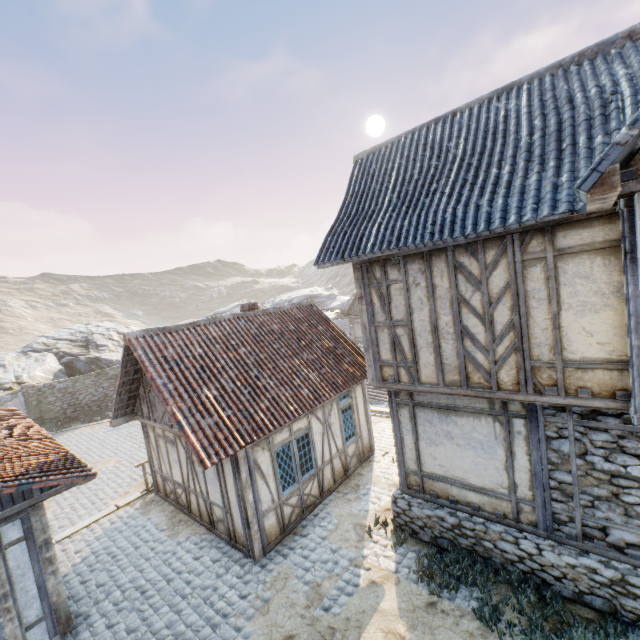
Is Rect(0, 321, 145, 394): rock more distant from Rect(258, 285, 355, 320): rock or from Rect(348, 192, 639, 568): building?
Rect(348, 192, 639, 568): building

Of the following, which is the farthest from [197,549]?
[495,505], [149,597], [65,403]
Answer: [65,403]

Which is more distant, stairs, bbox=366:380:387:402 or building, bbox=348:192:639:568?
stairs, bbox=366:380:387:402

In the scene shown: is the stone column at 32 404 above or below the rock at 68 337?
below

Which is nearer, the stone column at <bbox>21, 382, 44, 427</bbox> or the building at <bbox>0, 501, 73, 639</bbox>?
the building at <bbox>0, 501, 73, 639</bbox>

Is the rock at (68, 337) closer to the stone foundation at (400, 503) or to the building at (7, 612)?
the building at (7, 612)

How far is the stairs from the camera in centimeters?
2648cm

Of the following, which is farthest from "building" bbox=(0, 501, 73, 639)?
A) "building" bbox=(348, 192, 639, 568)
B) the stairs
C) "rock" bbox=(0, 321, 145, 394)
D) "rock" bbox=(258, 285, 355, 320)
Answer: "rock" bbox=(258, 285, 355, 320)
